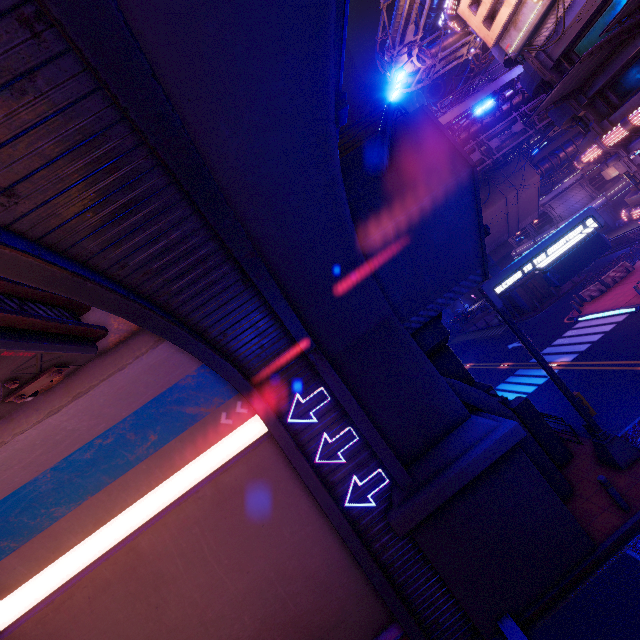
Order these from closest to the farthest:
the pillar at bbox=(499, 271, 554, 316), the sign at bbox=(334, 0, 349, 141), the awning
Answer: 1. the sign at bbox=(334, 0, 349, 141)
2. the awning
3. the pillar at bbox=(499, 271, 554, 316)

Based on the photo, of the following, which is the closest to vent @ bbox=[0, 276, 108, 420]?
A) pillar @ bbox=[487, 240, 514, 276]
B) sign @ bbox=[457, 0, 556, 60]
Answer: sign @ bbox=[457, 0, 556, 60]

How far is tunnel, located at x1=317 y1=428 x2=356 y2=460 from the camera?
9.3m

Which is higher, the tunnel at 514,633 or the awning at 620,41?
the awning at 620,41

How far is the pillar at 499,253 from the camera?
34.3 meters

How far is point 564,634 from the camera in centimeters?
763cm

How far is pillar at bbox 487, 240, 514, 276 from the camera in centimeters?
3434cm

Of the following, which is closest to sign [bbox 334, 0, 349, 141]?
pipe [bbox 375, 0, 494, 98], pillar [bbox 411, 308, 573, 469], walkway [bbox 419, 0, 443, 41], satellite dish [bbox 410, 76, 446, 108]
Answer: pillar [bbox 411, 308, 573, 469]
